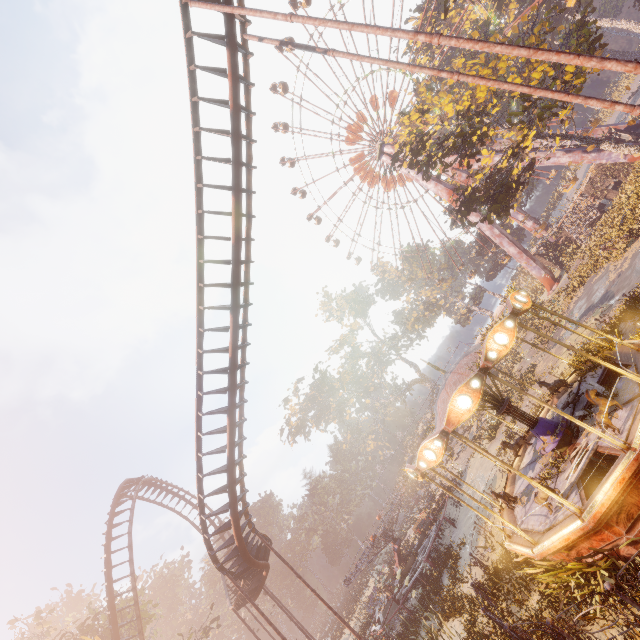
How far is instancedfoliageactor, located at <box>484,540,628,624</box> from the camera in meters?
7.8 m

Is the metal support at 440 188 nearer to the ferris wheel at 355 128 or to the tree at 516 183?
the ferris wheel at 355 128

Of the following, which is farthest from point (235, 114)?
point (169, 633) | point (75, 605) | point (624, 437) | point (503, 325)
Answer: point (75, 605)

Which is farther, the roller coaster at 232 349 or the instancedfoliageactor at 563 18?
the instancedfoliageactor at 563 18

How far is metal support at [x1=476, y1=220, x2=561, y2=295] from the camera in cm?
3803

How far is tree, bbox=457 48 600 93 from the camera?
19.1m

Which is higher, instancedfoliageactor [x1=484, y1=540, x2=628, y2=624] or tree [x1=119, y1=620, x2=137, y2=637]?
tree [x1=119, y1=620, x2=137, y2=637]

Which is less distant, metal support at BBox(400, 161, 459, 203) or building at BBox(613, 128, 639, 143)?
building at BBox(613, 128, 639, 143)
